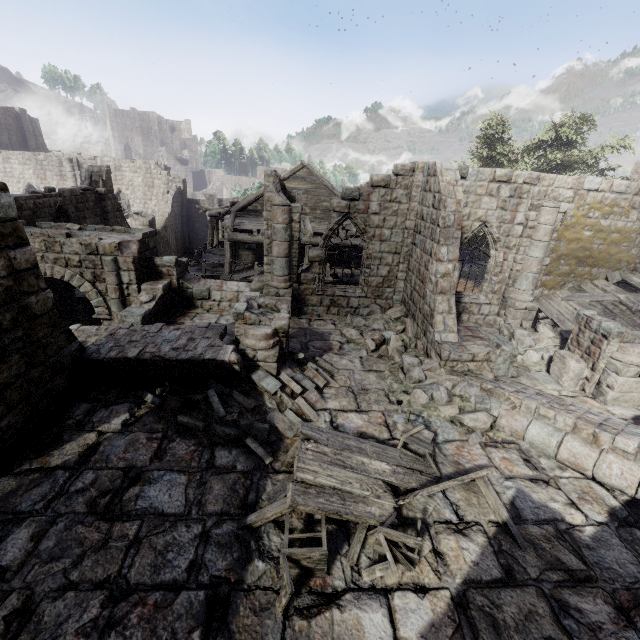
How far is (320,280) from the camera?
13.1m

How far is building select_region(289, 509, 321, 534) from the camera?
5.1 meters

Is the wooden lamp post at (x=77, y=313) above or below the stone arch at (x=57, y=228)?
below

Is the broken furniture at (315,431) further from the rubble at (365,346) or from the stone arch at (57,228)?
the stone arch at (57,228)

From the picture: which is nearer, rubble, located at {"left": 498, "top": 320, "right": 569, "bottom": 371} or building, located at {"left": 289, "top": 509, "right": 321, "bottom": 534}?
building, located at {"left": 289, "top": 509, "right": 321, "bottom": 534}

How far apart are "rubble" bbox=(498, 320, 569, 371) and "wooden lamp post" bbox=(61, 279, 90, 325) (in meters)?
17.33

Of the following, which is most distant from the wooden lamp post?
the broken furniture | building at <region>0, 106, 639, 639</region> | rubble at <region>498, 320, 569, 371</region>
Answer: rubble at <region>498, 320, 569, 371</region>

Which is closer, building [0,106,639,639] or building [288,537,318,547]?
building [0,106,639,639]
